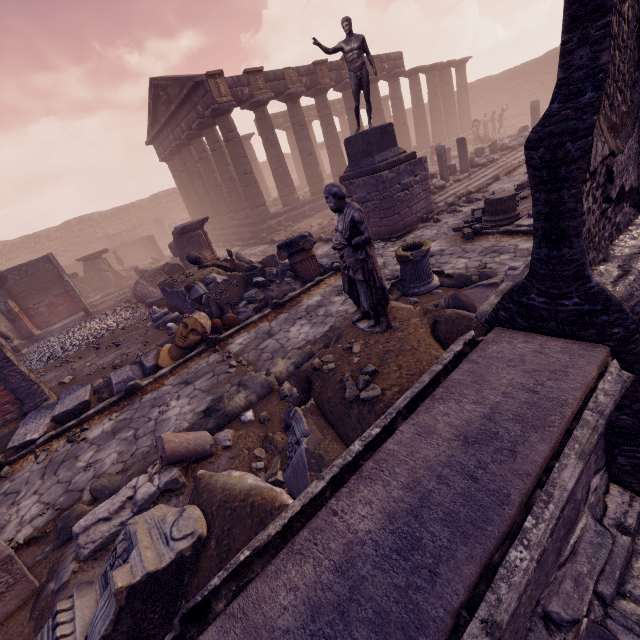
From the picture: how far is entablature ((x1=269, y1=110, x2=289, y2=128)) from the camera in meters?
27.7

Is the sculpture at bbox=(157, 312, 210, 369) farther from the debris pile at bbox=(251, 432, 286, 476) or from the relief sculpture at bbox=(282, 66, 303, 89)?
the relief sculpture at bbox=(282, 66, 303, 89)

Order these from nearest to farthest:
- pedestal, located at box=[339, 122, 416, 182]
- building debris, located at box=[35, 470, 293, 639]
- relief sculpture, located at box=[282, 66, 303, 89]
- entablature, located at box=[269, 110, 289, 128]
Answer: building debris, located at box=[35, 470, 293, 639] → pedestal, located at box=[339, 122, 416, 182] → relief sculpture, located at box=[282, 66, 303, 89] → entablature, located at box=[269, 110, 289, 128]

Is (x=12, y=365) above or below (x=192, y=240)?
below

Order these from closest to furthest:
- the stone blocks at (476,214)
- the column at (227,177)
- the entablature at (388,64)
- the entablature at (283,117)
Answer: the stone blocks at (476,214) → the column at (227,177) → the entablature at (388,64) → the entablature at (283,117)

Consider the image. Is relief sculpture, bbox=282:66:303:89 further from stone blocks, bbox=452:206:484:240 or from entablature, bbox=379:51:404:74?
stone blocks, bbox=452:206:484:240

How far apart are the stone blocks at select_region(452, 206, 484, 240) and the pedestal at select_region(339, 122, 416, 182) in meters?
2.7 m

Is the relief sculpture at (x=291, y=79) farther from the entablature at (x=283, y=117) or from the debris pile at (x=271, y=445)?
the debris pile at (x=271, y=445)
